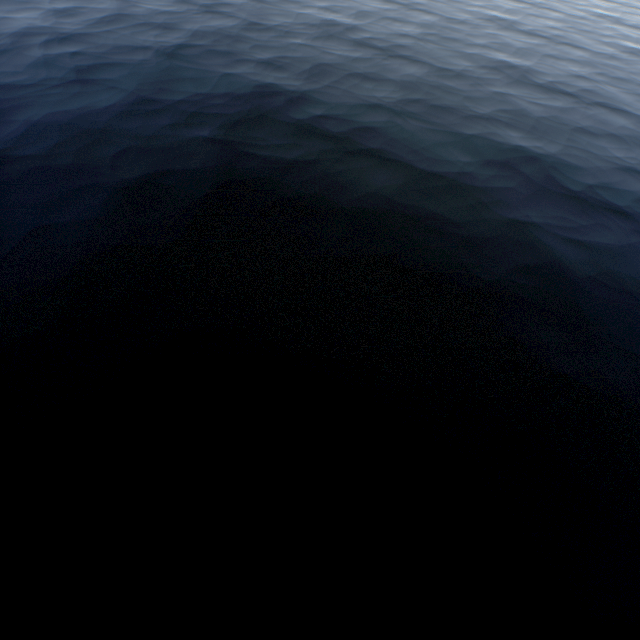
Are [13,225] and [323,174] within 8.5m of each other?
no
